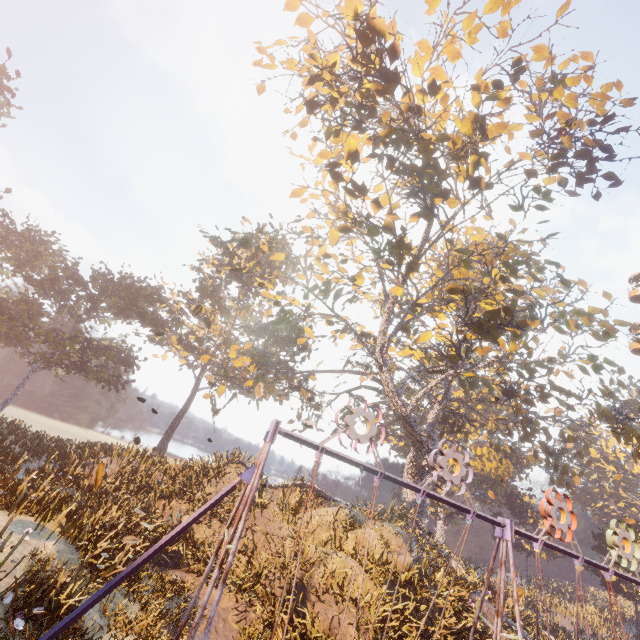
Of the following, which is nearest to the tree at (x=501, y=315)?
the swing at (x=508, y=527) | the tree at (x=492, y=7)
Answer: the tree at (x=492, y=7)

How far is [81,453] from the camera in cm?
1862

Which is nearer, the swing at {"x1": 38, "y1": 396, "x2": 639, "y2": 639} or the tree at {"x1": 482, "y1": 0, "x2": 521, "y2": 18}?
the swing at {"x1": 38, "y1": 396, "x2": 639, "y2": 639}

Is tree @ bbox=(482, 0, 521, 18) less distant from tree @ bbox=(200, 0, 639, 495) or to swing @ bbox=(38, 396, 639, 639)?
tree @ bbox=(200, 0, 639, 495)

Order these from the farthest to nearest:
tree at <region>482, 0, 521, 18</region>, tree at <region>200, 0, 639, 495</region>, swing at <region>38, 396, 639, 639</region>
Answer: tree at <region>200, 0, 639, 495</region>
tree at <region>482, 0, 521, 18</region>
swing at <region>38, 396, 639, 639</region>

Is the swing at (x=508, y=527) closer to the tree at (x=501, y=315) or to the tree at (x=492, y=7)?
the tree at (x=501, y=315)

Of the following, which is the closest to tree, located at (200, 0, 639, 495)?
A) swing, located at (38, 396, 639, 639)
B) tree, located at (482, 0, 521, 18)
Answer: tree, located at (482, 0, 521, 18)
